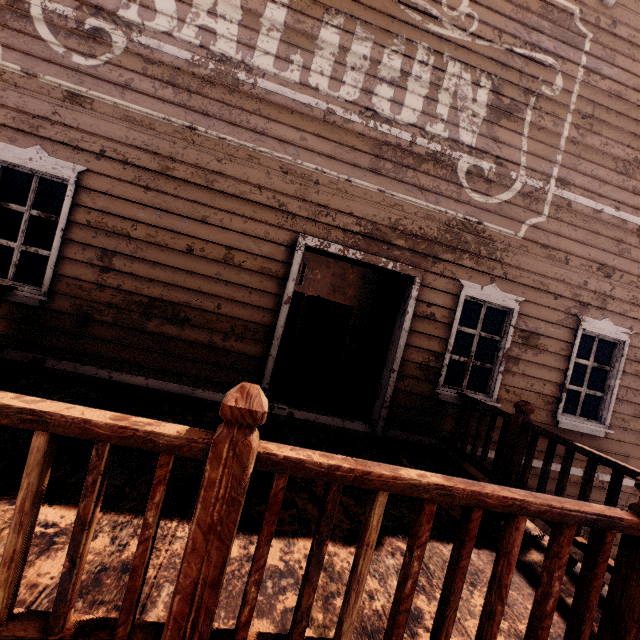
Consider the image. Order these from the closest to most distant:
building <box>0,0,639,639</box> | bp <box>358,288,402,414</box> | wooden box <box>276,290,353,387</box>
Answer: building <box>0,0,639,639</box>
bp <box>358,288,402,414</box>
wooden box <box>276,290,353,387</box>

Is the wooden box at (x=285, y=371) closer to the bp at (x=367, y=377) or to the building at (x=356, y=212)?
the building at (x=356, y=212)

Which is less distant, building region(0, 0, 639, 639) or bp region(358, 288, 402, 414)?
building region(0, 0, 639, 639)

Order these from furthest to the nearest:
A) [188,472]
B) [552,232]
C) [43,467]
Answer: [552,232] < [188,472] < [43,467]

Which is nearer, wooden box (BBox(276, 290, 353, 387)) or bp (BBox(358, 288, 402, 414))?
bp (BBox(358, 288, 402, 414))

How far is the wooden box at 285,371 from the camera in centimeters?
665cm

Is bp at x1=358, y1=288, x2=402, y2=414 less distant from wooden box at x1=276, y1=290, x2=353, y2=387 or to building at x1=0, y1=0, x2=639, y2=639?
building at x1=0, y1=0, x2=639, y2=639

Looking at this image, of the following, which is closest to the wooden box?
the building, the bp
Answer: the building
